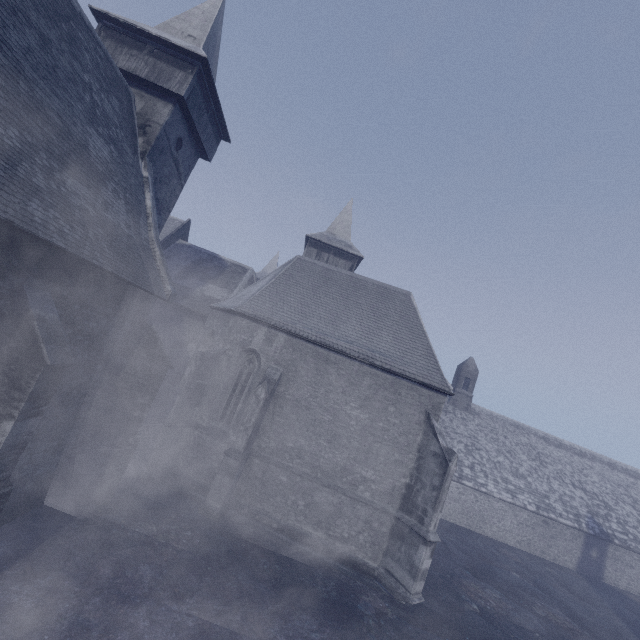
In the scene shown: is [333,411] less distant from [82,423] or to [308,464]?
[308,464]
